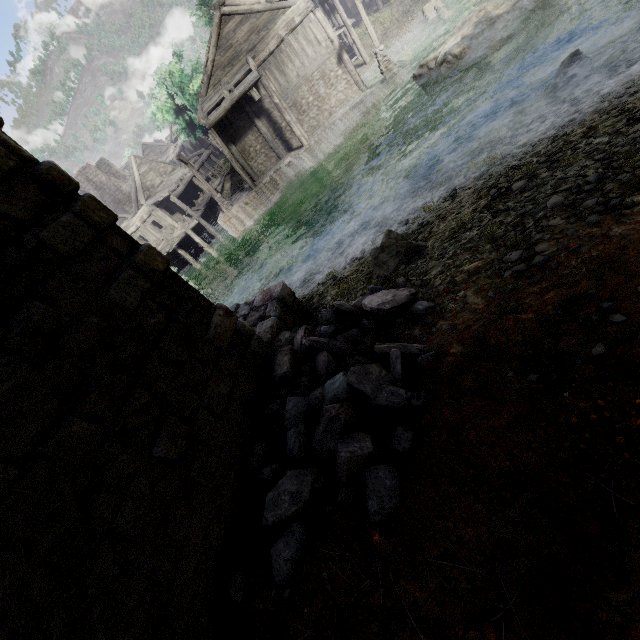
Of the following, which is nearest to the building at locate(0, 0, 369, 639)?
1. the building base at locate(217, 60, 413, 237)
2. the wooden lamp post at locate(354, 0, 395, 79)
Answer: the building base at locate(217, 60, 413, 237)

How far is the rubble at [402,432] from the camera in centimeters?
327cm

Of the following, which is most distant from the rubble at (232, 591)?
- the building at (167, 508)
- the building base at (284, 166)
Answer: the building base at (284, 166)

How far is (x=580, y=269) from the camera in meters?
3.5 m

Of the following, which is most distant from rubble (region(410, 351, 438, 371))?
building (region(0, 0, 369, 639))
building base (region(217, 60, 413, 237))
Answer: building base (region(217, 60, 413, 237))

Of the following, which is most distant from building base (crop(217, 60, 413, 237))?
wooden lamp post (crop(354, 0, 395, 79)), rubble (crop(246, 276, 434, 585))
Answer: rubble (crop(246, 276, 434, 585))

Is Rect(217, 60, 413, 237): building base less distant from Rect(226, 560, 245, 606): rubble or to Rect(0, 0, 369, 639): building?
Rect(0, 0, 369, 639): building
